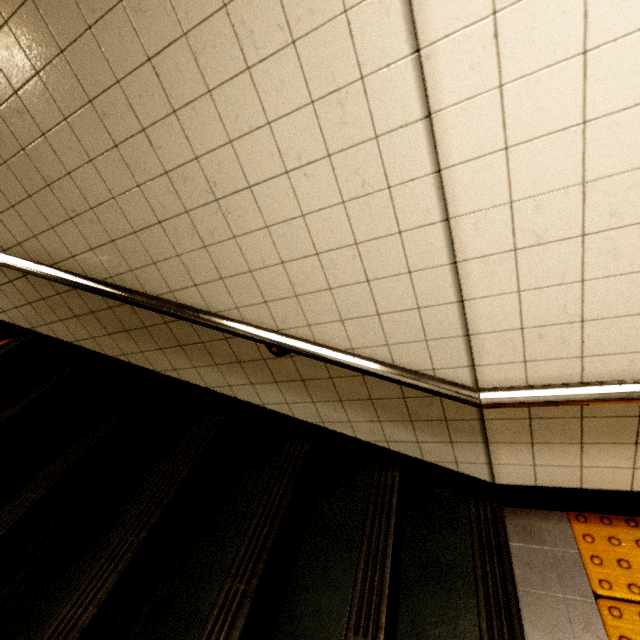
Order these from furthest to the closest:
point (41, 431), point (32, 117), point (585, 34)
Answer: point (41, 431) → point (32, 117) → point (585, 34)

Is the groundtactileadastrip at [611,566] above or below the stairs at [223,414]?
below

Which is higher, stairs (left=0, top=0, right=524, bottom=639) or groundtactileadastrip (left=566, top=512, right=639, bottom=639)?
stairs (left=0, top=0, right=524, bottom=639)
